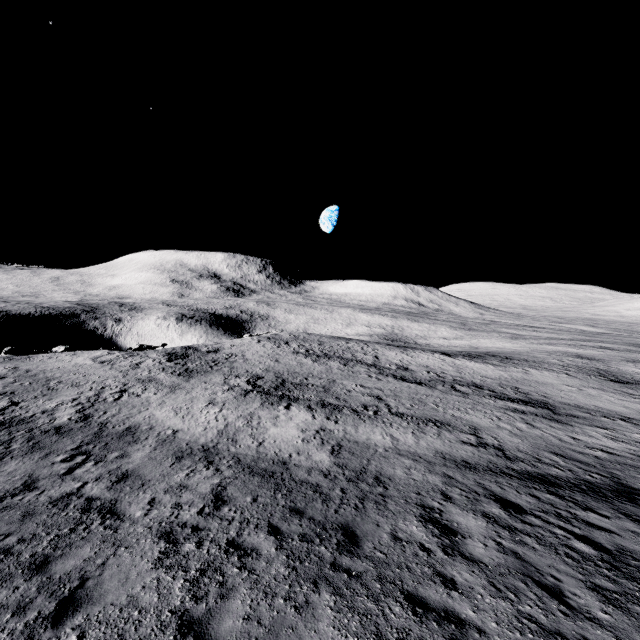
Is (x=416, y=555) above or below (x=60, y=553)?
above
